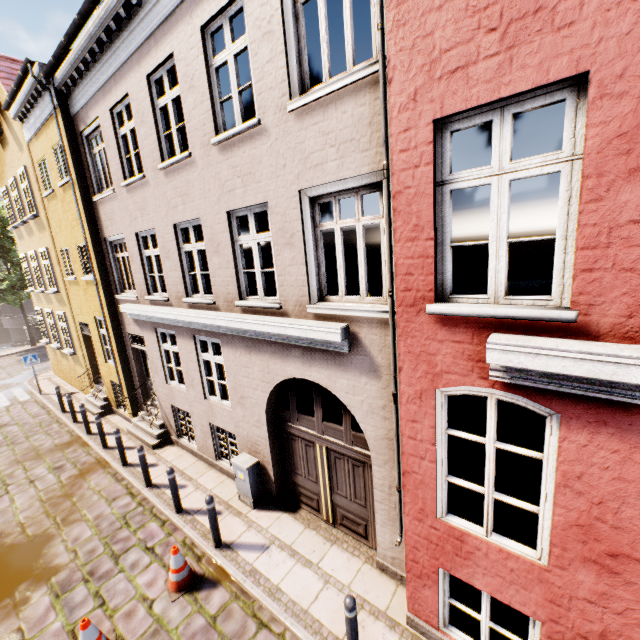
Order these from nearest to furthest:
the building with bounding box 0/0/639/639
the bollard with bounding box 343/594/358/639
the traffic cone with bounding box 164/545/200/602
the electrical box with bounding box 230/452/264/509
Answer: the building with bounding box 0/0/639/639
the bollard with bounding box 343/594/358/639
the traffic cone with bounding box 164/545/200/602
the electrical box with bounding box 230/452/264/509

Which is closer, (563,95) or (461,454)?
(563,95)

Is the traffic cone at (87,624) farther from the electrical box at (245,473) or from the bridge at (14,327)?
the bridge at (14,327)

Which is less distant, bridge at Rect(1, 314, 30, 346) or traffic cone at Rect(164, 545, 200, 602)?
traffic cone at Rect(164, 545, 200, 602)

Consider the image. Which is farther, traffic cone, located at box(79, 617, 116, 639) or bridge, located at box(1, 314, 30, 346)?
bridge, located at box(1, 314, 30, 346)

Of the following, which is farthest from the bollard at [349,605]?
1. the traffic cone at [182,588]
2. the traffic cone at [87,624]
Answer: the traffic cone at [87,624]

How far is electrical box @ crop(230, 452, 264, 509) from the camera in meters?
6.9

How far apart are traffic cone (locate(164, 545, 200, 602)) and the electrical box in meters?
1.4 m
